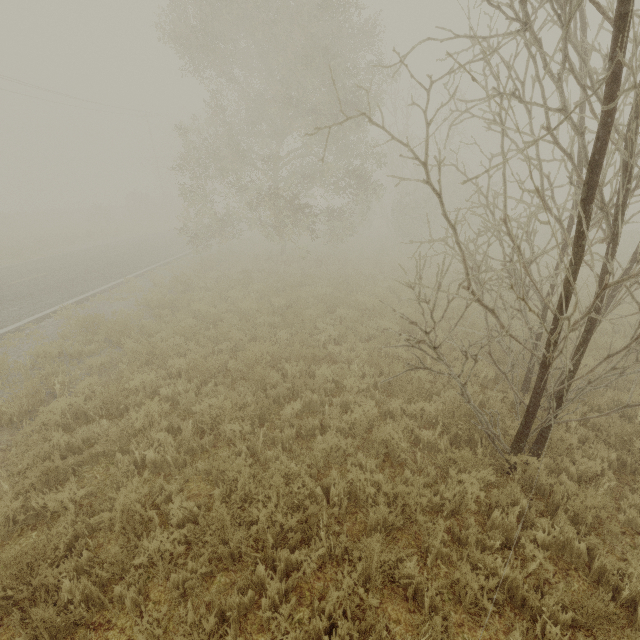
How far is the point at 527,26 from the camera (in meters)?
3.03
